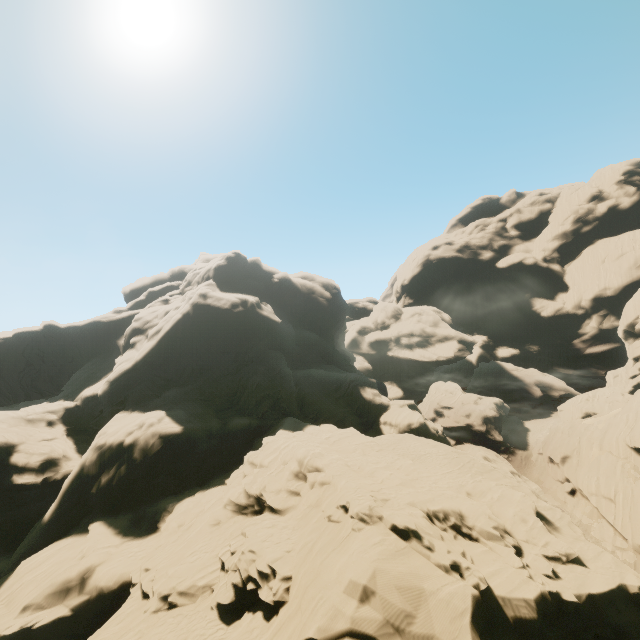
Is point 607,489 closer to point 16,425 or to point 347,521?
point 347,521

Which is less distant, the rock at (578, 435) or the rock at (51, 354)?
the rock at (51, 354)

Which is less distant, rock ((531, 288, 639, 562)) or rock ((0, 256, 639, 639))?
rock ((0, 256, 639, 639))
